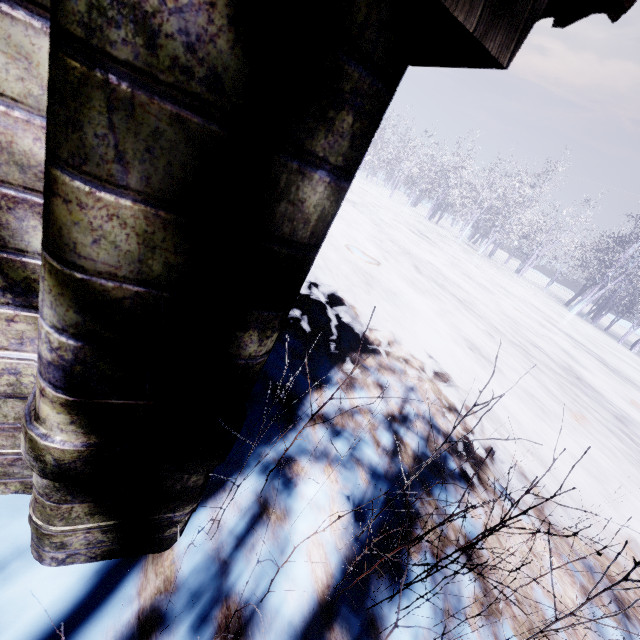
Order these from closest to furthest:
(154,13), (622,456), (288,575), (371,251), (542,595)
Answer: (154,13)
(288,575)
(542,595)
(622,456)
(371,251)
